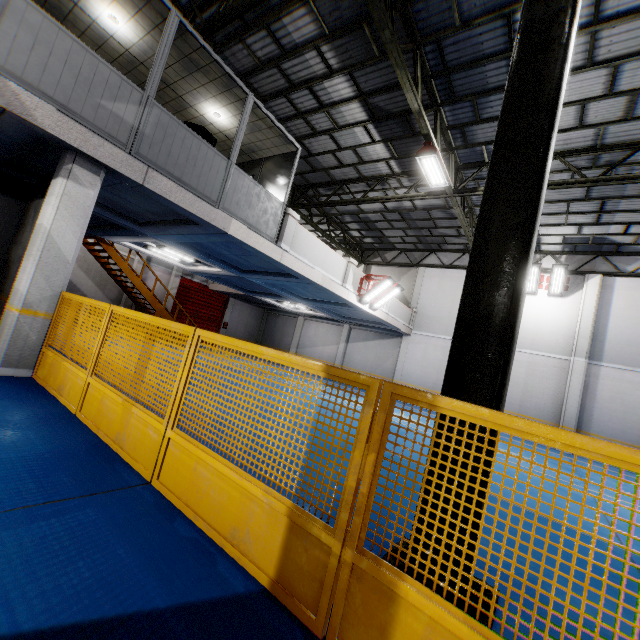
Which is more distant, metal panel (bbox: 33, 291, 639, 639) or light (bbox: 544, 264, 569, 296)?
light (bbox: 544, 264, 569, 296)

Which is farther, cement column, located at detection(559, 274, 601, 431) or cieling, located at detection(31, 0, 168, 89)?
cement column, located at detection(559, 274, 601, 431)

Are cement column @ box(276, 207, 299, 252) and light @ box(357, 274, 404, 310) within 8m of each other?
yes

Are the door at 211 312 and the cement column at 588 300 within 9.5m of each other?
no

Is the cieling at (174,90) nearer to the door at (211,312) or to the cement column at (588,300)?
the door at (211,312)

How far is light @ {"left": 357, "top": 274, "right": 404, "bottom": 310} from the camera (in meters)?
12.85

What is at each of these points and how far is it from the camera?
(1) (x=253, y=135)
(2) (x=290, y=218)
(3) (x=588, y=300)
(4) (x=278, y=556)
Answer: (1) cieling, 9.21m
(2) cement column, 9.31m
(3) cement column, 14.34m
(4) metal panel, 2.11m

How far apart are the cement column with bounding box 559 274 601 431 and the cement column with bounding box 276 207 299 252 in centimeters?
1343cm
